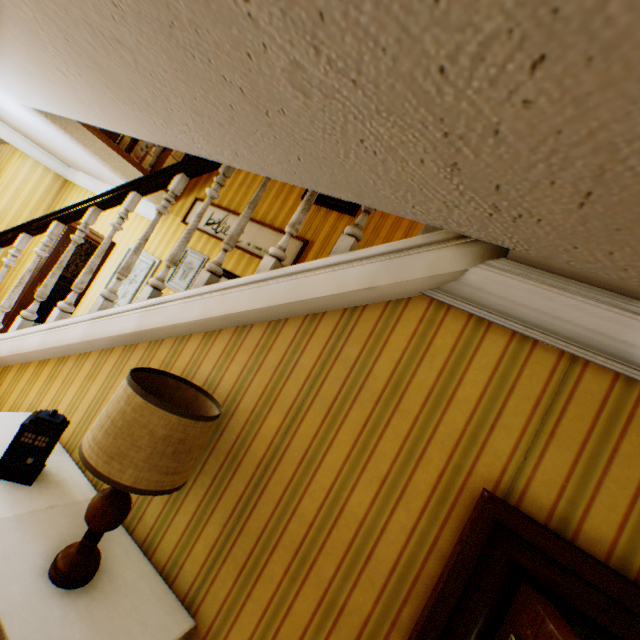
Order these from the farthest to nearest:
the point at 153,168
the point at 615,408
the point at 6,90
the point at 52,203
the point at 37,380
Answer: the point at 52,203 → the point at 153,168 → the point at 6,90 → the point at 37,380 → the point at 615,408

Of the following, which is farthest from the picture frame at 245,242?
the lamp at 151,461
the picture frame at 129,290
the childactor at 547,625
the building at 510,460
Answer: the childactor at 547,625

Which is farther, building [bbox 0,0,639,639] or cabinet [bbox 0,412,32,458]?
cabinet [bbox 0,412,32,458]

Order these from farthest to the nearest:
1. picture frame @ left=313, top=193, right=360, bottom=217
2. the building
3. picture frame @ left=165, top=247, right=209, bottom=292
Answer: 1. picture frame @ left=165, top=247, right=209, bottom=292
2. picture frame @ left=313, top=193, right=360, bottom=217
3. the building

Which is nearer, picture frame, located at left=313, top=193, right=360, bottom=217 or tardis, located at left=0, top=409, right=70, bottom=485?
tardis, located at left=0, top=409, right=70, bottom=485

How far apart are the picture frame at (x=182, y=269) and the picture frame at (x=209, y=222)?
0.3 meters

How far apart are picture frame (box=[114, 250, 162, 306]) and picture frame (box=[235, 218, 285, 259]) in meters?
0.6 m

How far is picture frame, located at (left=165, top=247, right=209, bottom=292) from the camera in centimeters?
413cm
